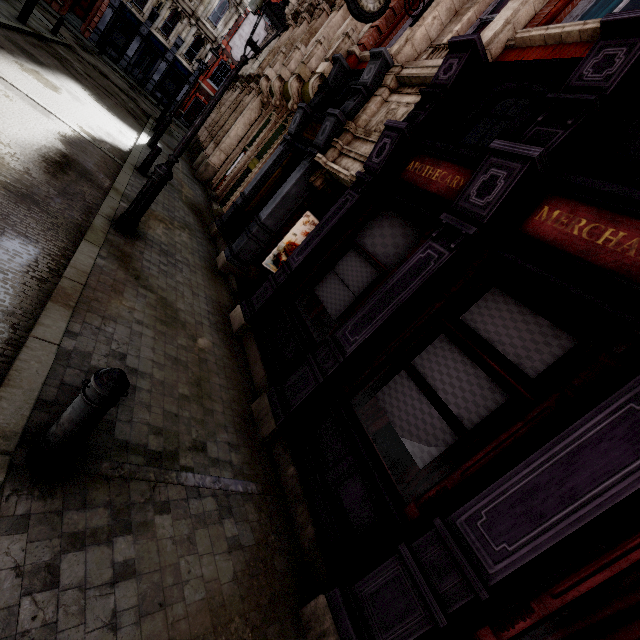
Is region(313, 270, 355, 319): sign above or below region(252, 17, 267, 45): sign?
below

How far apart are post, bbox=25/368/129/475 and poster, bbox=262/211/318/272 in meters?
6.8 m

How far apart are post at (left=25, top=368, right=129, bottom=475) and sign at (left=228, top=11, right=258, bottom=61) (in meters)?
21.73

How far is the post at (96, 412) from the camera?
2.19m

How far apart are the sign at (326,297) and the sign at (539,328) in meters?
1.4

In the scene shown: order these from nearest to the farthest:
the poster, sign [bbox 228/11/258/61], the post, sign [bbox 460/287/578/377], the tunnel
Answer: the post
sign [bbox 460/287/578/377]
the tunnel
the poster
sign [bbox 228/11/258/61]

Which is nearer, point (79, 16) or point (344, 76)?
point (344, 76)

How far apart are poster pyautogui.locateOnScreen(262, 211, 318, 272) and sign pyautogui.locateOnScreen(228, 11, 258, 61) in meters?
15.6
